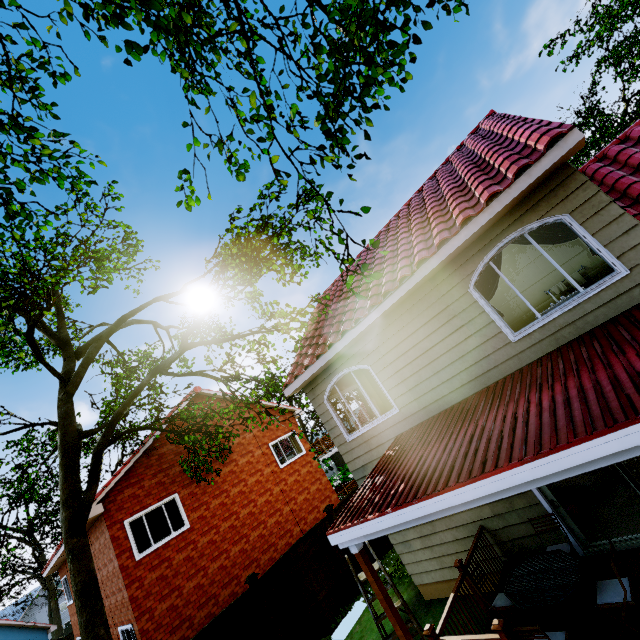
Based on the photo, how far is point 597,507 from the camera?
6.71m

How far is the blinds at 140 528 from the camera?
11.8m

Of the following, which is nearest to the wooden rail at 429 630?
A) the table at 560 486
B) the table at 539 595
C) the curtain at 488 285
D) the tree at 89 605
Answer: the table at 539 595

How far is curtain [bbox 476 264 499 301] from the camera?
6.4m

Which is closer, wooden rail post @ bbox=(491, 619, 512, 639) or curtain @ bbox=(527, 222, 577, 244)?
wooden rail post @ bbox=(491, 619, 512, 639)

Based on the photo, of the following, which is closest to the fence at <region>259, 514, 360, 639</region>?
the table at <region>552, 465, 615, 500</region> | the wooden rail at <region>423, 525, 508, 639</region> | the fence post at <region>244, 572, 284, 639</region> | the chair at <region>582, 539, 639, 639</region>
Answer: the fence post at <region>244, 572, 284, 639</region>

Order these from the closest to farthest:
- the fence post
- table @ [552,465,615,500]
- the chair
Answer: the chair
table @ [552,465,615,500]
the fence post

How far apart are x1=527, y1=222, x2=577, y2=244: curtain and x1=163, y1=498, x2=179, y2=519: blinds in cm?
1487
